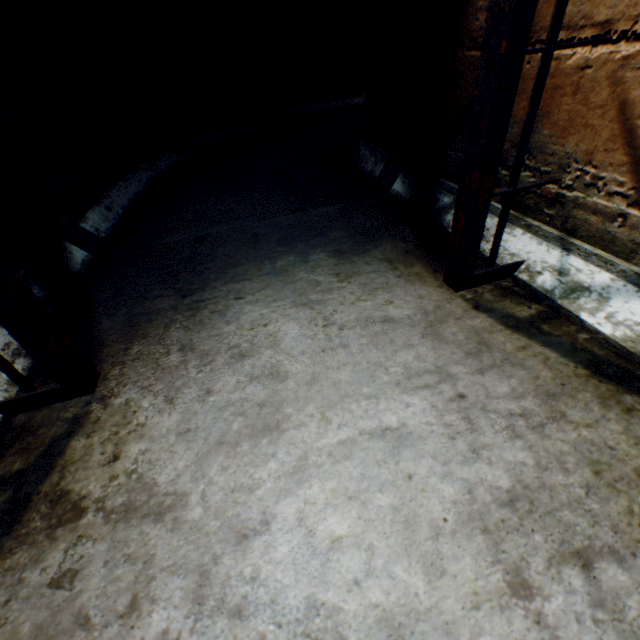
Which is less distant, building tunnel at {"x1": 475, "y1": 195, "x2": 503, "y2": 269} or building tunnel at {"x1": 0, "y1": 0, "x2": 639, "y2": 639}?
building tunnel at {"x1": 0, "y1": 0, "x2": 639, "y2": 639}

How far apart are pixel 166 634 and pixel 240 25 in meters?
4.6

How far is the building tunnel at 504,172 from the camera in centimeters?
92cm

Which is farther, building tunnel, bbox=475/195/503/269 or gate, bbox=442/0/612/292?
building tunnel, bbox=475/195/503/269

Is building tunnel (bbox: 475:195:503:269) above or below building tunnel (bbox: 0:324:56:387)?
above

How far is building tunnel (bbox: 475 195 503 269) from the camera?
1.1m
